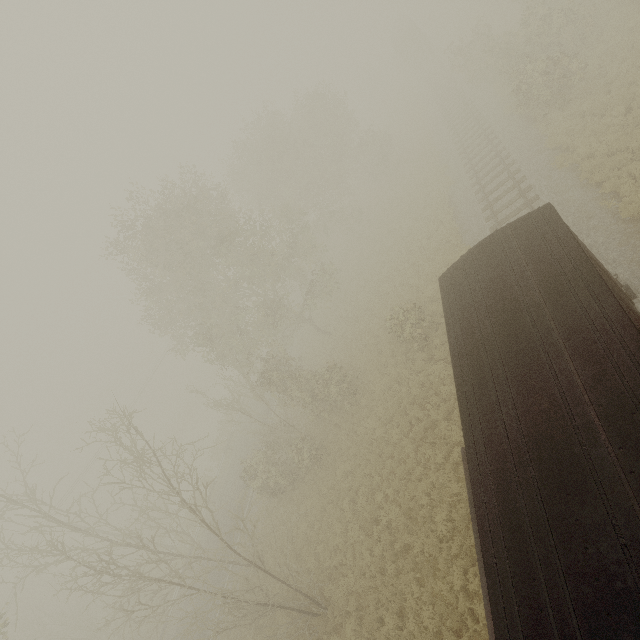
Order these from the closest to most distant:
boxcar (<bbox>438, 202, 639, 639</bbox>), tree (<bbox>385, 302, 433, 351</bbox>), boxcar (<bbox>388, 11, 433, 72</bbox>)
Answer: boxcar (<bbox>438, 202, 639, 639</bbox>)
tree (<bbox>385, 302, 433, 351</bbox>)
boxcar (<bbox>388, 11, 433, 72</bbox>)

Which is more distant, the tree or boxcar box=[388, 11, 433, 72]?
boxcar box=[388, 11, 433, 72]

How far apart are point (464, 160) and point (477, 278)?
18.5 meters

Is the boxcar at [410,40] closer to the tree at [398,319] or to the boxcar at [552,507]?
the tree at [398,319]

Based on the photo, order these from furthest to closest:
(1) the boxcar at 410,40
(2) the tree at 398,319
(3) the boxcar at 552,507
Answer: (1) the boxcar at 410,40 < (2) the tree at 398,319 < (3) the boxcar at 552,507

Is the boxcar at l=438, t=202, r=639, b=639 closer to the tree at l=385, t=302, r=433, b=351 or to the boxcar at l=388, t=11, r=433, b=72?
the tree at l=385, t=302, r=433, b=351

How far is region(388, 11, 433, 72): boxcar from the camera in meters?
41.0 m

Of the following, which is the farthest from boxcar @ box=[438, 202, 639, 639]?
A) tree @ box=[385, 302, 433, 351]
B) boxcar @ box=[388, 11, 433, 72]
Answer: boxcar @ box=[388, 11, 433, 72]
